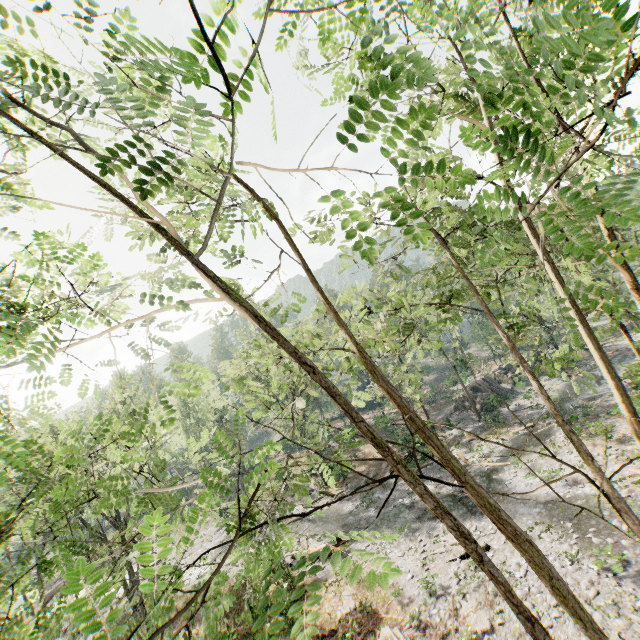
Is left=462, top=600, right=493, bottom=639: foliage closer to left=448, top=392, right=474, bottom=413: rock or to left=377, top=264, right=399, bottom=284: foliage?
left=377, top=264, right=399, bottom=284: foliage

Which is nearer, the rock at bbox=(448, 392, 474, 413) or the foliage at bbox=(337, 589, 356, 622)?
the foliage at bbox=(337, 589, 356, 622)

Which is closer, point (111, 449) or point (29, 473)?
point (29, 473)

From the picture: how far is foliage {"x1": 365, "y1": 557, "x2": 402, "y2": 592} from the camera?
1.7m

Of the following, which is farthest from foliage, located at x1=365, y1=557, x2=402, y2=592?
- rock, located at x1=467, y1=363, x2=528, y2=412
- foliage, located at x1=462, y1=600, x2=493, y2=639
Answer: rock, located at x1=467, y1=363, x2=528, y2=412

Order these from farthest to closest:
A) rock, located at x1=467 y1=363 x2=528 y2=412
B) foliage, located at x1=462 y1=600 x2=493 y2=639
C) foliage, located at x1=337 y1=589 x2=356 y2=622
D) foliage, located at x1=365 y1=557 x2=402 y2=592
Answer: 1. rock, located at x1=467 y1=363 x2=528 y2=412
2. foliage, located at x1=337 y1=589 x2=356 y2=622
3. foliage, located at x1=462 y1=600 x2=493 y2=639
4. foliage, located at x1=365 y1=557 x2=402 y2=592

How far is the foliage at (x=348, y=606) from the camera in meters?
16.5

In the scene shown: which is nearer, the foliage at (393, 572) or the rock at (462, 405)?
the foliage at (393, 572)
